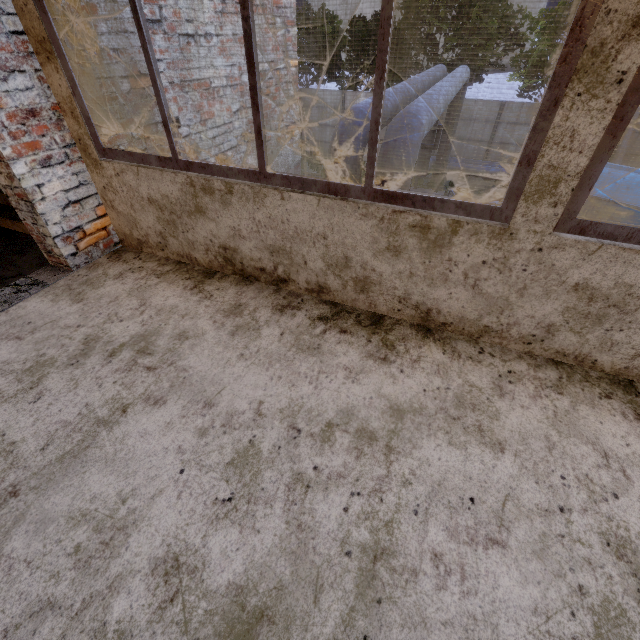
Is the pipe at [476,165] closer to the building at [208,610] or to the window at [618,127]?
the building at [208,610]

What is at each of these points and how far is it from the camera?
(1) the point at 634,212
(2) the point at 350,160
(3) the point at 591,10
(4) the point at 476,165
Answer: (1) truck dump body, 10.9m
(2) pipe, 5.1m
(3) window, 1.2m
(4) pipe, 16.3m

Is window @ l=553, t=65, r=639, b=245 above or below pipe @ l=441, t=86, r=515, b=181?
above

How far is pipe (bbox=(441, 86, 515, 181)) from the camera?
13.9 meters

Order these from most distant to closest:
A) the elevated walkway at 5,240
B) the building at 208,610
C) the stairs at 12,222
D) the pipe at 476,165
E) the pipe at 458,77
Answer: the pipe at 476,165 < the pipe at 458,77 < the stairs at 12,222 < the elevated walkway at 5,240 < the building at 208,610

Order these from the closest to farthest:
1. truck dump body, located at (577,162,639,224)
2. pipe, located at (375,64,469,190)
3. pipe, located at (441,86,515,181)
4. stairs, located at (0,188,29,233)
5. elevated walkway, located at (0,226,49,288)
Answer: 1. elevated walkway, located at (0,226,49,288)
2. stairs, located at (0,188,29,233)
3. pipe, located at (375,64,469,190)
4. truck dump body, located at (577,162,639,224)
5. pipe, located at (441,86,515,181)

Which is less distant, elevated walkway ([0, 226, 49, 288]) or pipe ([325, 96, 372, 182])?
elevated walkway ([0, 226, 49, 288])
